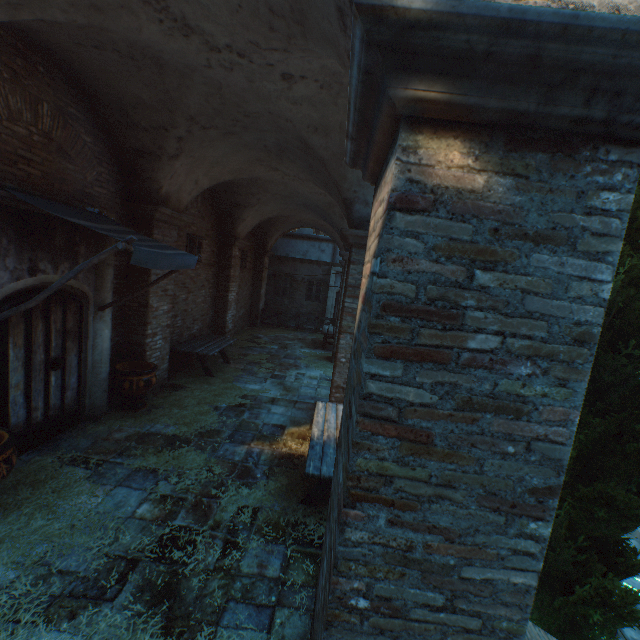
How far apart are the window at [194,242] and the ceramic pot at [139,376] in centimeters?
341cm

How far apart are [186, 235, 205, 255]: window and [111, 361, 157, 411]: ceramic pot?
3.41m

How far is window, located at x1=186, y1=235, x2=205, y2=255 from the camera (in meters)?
9.00

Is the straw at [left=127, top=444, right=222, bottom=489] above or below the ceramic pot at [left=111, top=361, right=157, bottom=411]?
below

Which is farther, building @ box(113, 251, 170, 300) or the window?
the window

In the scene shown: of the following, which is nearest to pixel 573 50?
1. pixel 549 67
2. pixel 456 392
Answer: pixel 549 67

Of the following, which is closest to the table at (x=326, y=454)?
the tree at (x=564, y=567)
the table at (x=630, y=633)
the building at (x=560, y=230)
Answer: the tree at (x=564, y=567)

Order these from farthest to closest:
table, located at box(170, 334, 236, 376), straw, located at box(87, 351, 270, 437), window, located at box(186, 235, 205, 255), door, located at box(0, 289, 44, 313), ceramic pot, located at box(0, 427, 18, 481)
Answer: window, located at box(186, 235, 205, 255), table, located at box(170, 334, 236, 376), straw, located at box(87, 351, 270, 437), door, located at box(0, 289, 44, 313), ceramic pot, located at box(0, 427, 18, 481)
